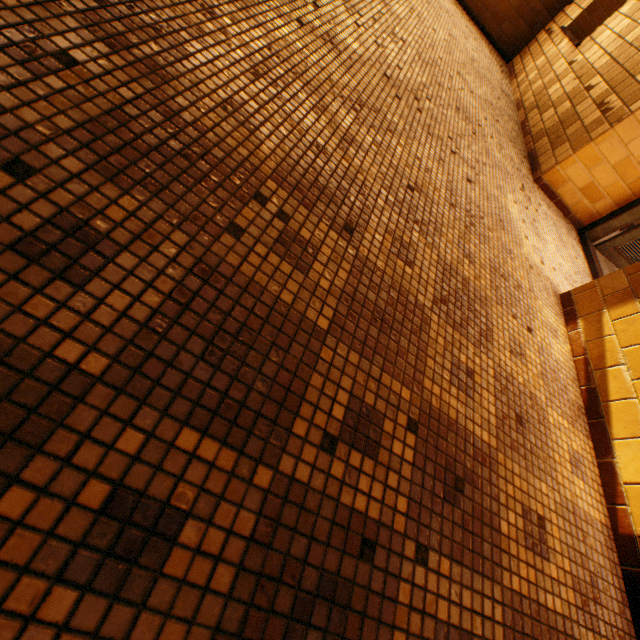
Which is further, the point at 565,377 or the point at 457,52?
the point at 457,52
